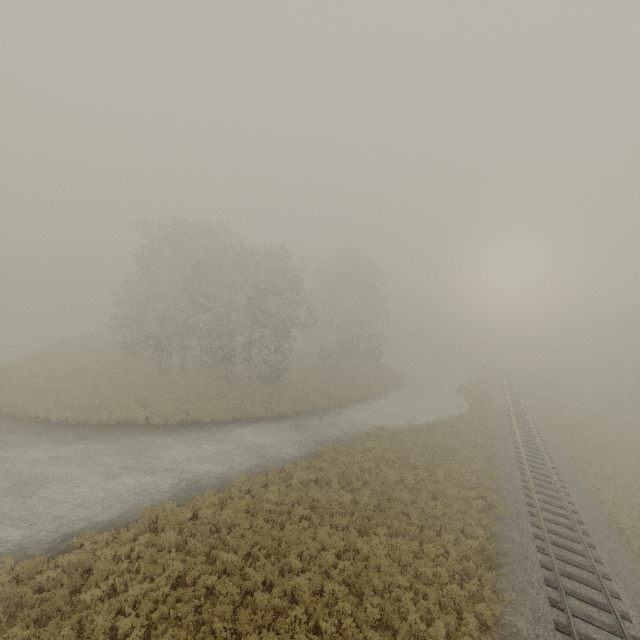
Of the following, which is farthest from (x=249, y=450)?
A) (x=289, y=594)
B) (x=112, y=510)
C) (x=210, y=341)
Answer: (x=210, y=341)

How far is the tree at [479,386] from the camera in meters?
34.7

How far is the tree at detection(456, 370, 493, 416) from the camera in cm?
3465
